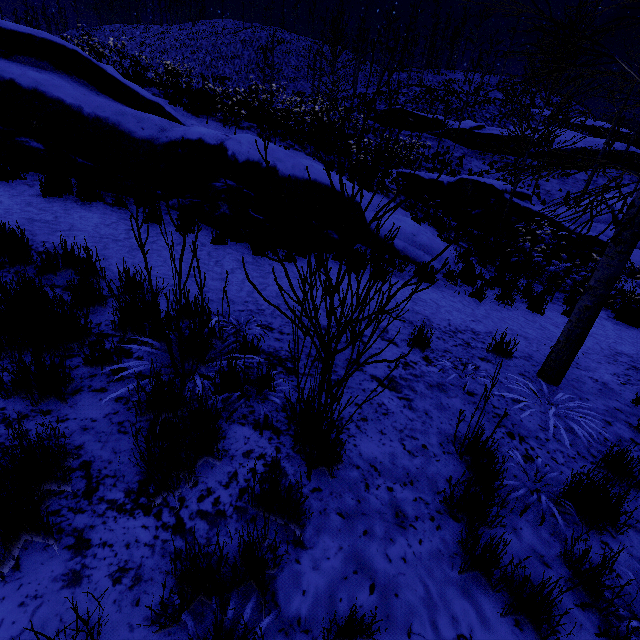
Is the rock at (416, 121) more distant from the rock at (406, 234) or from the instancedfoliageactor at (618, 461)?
the instancedfoliageactor at (618, 461)

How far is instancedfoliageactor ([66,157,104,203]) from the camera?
5.56m

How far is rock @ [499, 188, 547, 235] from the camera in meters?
13.0 m

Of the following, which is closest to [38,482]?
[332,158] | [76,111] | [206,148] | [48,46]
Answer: [206,148]

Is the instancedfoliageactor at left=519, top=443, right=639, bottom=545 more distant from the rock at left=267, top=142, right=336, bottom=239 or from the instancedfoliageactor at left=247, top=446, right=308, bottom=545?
the rock at left=267, top=142, right=336, bottom=239

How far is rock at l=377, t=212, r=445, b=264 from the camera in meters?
7.7

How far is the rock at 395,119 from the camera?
26.2m
